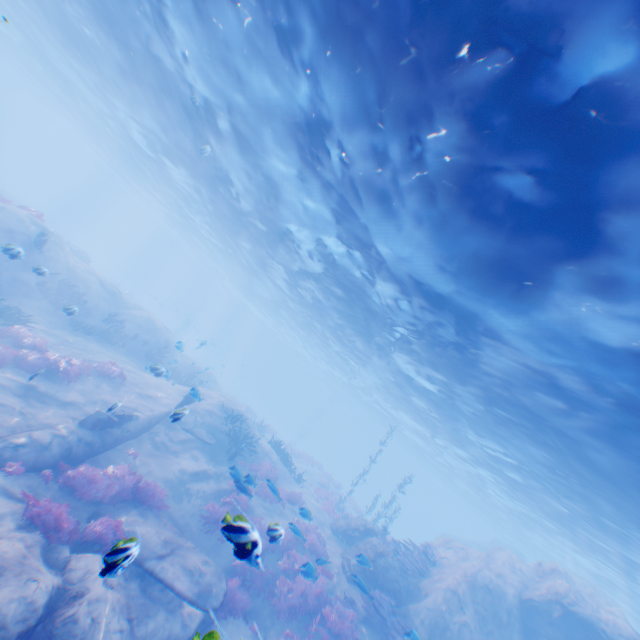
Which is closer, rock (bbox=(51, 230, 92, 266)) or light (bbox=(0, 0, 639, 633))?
light (bbox=(0, 0, 639, 633))

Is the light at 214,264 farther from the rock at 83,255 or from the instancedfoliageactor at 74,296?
the rock at 83,255

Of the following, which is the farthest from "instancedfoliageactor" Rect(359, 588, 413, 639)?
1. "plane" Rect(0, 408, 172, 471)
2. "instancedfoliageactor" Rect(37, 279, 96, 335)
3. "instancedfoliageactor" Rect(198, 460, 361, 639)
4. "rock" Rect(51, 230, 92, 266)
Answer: "rock" Rect(51, 230, 92, 266)

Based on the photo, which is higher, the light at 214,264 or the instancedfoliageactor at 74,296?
the light at 214,264

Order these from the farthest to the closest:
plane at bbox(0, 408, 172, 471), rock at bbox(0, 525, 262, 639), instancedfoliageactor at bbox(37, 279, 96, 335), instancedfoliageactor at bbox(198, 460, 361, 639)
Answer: instancedfoliageactor at bbox(37, 279, 96, 335) → plane at bbox(0, 408, 172, 471) → instancedfoliageactor at bbox(198, 460, 361, 639) → rock at bbox(0, 525, 262, 639)

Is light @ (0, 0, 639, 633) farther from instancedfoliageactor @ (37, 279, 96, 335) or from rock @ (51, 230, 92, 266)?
rock @ (51, 230, 92, 266)

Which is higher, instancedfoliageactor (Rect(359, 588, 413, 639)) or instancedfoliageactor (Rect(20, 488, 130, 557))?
instancedfoliageactor (Rect(359, 588, 413, 639))

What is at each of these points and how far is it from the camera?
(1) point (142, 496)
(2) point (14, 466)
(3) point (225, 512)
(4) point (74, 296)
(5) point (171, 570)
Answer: (1) instancedfoliageactor, 10.7 meters
(2) instancedfoliageactor, 8.0 meters
(3) instancedfoliageactor, 12.8 meters
(4) instancedfoliageactor, 19.1 meters
(5) plane, 8.6 meters
